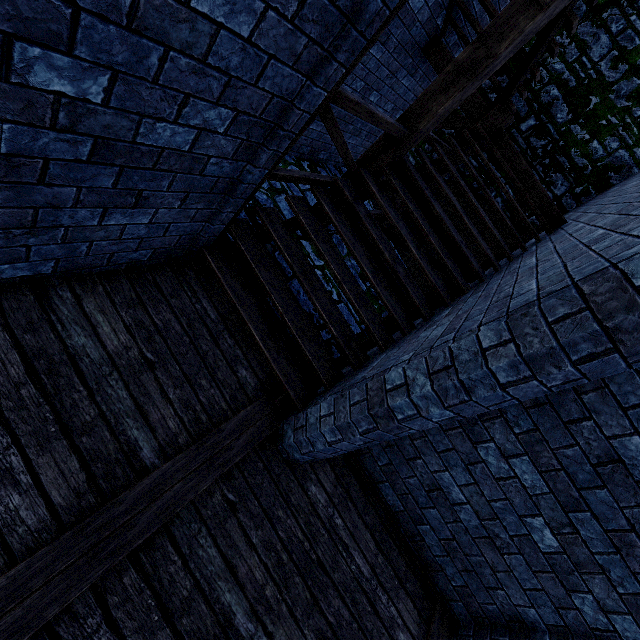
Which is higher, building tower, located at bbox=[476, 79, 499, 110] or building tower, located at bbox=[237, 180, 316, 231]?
building tower, located at bbox=[476, 79, 499, 110]

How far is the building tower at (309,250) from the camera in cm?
512

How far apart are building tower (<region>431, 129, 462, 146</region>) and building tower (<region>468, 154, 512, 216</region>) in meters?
0.2 m

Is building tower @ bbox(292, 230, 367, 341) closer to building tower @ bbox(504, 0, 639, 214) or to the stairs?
the stairs

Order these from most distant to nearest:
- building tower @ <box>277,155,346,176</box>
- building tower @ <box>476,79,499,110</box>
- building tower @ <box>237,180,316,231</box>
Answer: building tower @ <box>476,79,499,110</box> < building tower @ <box>277,155,346,176</box> < building tower @ <box>237,180,316,231</box>

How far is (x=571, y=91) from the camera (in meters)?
7.10

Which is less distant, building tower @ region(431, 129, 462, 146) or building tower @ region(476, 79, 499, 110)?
building tower @ region(476, 79, 499, 110)

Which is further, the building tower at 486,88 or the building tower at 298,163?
the building tower at 486,88
